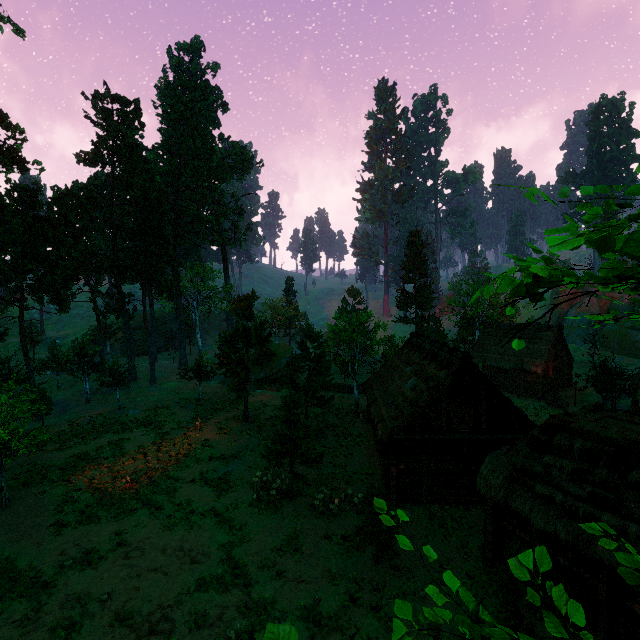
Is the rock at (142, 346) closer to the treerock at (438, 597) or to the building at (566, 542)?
the treerock at (438, 597)

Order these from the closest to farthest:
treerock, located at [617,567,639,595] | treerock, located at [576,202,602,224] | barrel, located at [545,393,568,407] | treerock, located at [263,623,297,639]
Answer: treerock, located at [263,623,297,639] → treerock, located at [617,567,639,595] → treerock, located at [576,202,602,224] → barrel, located at [545,393,568,407]

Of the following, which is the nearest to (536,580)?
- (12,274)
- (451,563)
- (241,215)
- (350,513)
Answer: (451,563)

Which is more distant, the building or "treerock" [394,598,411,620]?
the building

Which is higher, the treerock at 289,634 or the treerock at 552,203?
the treerock at 552,203

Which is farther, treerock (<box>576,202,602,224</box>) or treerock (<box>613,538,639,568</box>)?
treerock (<box>576,202,602,224</box>)

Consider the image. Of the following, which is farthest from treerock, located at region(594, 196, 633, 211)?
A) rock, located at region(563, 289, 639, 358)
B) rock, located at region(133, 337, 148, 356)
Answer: rock, located at region(563, 289, 639, 358)

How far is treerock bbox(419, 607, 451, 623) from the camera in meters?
3.0 m
